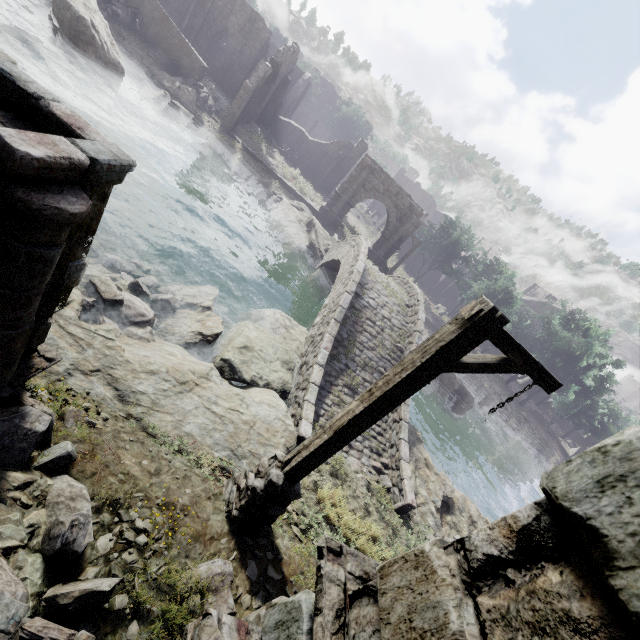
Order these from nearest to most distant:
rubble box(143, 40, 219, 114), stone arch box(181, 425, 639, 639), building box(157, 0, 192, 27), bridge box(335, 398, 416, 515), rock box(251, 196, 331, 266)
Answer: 1. stone arch box(181, 425, 639, 639)
2. bridge box(335, 398, 416, 515)
3. rock box(251, 196, 331, 266)
4. rubble box(143, 40, 219, 114)
5. building box(157, 0, 192, 27)

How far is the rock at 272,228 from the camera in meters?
20.9 m

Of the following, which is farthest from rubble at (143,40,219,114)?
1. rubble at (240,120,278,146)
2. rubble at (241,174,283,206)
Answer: rubble at (241,174,283,206)

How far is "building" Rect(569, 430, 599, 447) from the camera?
57.6m

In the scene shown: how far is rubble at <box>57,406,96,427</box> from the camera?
4.3 meters

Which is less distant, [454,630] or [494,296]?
[454,630]

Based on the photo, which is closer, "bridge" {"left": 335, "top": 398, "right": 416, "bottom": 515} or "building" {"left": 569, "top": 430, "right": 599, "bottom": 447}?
"bridge" {"left": 335, "top": 398, "right": 416, "bottom": 515}

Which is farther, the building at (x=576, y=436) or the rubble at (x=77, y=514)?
the building at (x=576, y=436)
